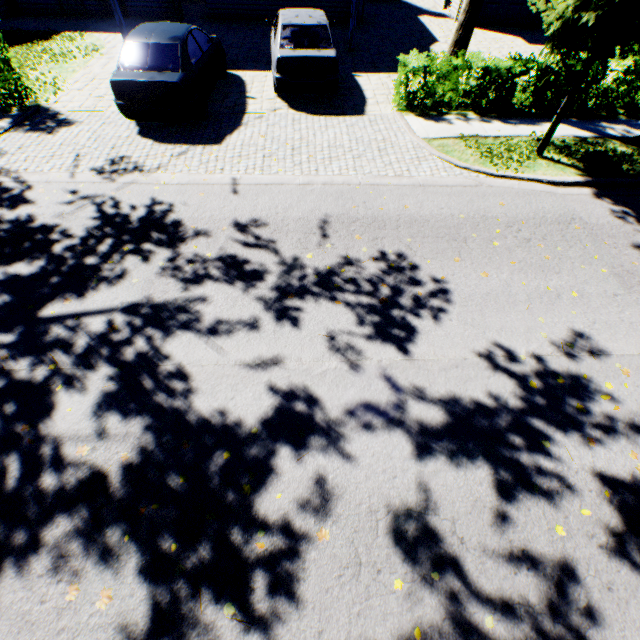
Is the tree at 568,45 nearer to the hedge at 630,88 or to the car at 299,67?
the hedge at 630,88

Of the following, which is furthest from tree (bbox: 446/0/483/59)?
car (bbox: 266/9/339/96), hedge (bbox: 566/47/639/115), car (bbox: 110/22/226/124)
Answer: car (bbox: 110/22/226/124)

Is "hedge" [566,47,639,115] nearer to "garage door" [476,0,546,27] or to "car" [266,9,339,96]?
"car" [266,9,339,96]

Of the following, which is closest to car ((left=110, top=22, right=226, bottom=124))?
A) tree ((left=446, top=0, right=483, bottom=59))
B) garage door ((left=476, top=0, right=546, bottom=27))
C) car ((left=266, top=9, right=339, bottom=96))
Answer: car ((left=266, top=9, right=339, bottom=96))

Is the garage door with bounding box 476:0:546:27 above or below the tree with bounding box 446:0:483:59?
below

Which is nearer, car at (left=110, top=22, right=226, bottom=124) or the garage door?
car at (left=110, top=22, right=226, bottom=124)

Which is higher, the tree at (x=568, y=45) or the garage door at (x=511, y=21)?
the tree at (x=568, y=45)

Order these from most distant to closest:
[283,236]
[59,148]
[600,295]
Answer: [59,148], [283,236], [600,295]
